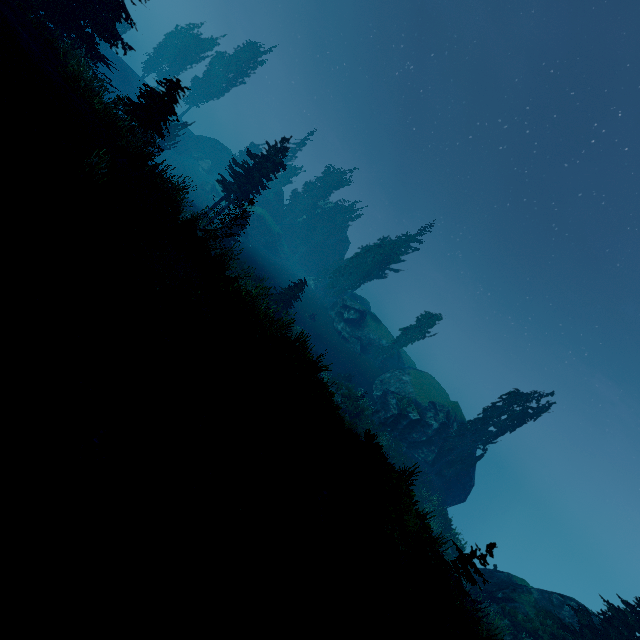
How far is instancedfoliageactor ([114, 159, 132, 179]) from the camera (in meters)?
9.42

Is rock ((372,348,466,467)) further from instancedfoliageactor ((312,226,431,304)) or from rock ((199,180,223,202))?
rock ((199,180,223,202))

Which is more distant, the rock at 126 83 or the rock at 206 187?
the rock at 206 187

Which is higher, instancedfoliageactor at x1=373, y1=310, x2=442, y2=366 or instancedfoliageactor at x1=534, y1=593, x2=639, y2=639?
instancedfoliageactor at x1=373, y1=310, x2=442, y2=366

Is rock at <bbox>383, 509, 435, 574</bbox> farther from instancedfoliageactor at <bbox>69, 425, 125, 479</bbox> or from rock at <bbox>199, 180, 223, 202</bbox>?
Answer: rock at <bbox>199, 180, 223, 202</bbox>

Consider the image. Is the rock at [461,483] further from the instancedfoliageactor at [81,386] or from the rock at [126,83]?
the rock at [126,83]

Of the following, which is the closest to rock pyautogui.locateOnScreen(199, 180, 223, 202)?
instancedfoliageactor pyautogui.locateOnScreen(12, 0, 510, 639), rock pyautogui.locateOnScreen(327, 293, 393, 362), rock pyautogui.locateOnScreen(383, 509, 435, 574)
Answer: instancedfoliageactor pyautogui.locateOnScreen(12, 0, 510, 639)

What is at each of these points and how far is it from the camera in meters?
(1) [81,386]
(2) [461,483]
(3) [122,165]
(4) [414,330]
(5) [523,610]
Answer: (1) instancedfoliageactor, 4.5 m
(2) rock, 33.0 m
(3) instancedfoliageactor, 9.5 m
(4) instancedfoliageactor, 45.2 m
(5) rock, 19.6 m
